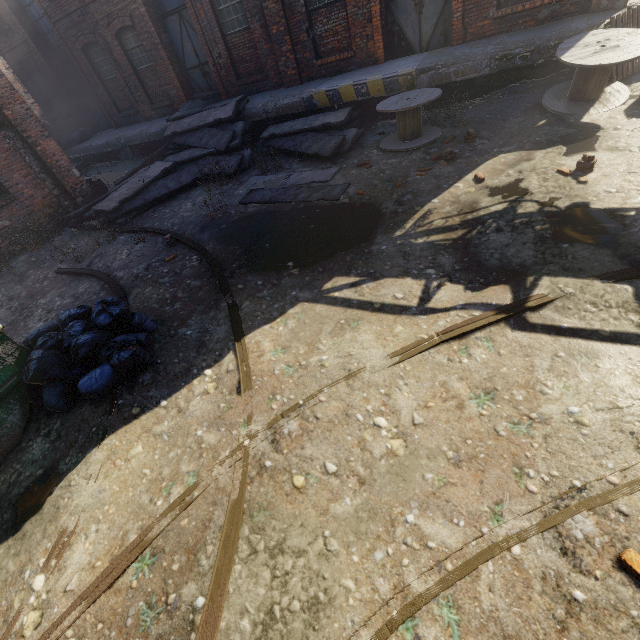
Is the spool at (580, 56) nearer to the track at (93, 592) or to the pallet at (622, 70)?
the pallet at (622, 70)

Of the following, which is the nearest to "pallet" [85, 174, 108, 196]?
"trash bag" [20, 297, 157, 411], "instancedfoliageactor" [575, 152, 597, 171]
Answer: "trash bag" [20, 297, 157, 411]

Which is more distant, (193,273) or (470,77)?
(470,77)

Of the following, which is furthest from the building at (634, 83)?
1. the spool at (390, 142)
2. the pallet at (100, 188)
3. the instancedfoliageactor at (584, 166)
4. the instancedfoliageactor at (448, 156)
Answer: the instancedfoliageactor at (584, 166)

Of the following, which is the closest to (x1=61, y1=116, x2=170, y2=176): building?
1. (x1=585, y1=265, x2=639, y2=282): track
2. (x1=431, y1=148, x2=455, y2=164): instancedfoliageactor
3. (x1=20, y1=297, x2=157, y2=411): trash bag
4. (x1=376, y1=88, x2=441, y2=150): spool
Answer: (x1=376, y1=88, x2=441, y2=150): spool

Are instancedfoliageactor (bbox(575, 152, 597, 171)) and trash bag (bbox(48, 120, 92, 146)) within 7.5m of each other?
no

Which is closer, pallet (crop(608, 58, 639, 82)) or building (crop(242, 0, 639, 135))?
pallet (crop(608, 58, 639, 82))

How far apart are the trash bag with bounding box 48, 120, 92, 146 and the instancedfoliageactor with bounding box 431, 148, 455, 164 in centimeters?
1889cm
